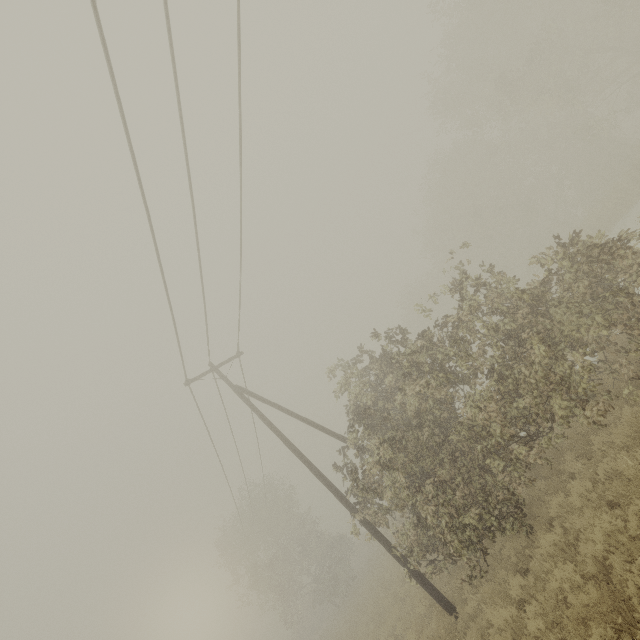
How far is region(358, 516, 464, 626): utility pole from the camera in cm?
918

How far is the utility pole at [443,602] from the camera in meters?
9.2 m

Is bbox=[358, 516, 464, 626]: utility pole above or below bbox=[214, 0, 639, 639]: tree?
below

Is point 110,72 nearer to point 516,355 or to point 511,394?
point 516,355

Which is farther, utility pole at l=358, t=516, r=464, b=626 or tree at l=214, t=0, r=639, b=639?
utility pole at l=358, t=516, r=464, b=626

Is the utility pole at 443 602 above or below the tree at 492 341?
below
